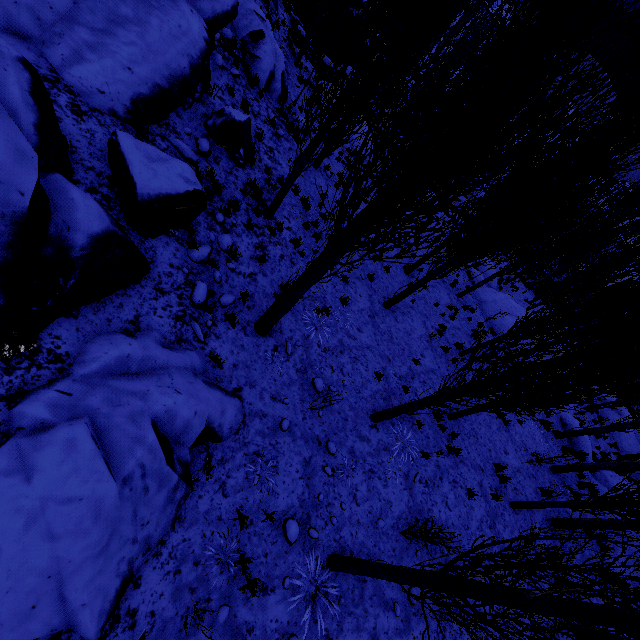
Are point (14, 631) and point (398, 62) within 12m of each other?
yes

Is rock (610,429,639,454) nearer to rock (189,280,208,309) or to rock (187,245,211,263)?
rock (187,245,211,263)

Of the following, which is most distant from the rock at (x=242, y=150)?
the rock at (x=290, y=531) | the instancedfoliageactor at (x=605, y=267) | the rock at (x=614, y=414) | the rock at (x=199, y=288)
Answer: the rock at (x=614, y=414)

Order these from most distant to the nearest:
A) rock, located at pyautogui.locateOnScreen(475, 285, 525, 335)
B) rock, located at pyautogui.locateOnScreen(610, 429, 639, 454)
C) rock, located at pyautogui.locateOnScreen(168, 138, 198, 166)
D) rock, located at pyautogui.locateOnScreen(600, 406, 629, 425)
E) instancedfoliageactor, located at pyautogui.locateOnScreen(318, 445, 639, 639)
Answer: rock, located at pyautogui.locateOnScreen(600, 406, 629, 425)
rock, located at pyautogui.locateOnScreen(610, 429, 639, 454)
rock, located at pyautogui.locateOnScreen(475, 285, 525, 335)
rock, located at pyautogui.locateOnScreen(168, 138, 198, 166)
instancedfoliageactor, located at pyautogui.locateOnScreen(318, 445, 639, 639)

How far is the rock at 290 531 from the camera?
5.3 meters

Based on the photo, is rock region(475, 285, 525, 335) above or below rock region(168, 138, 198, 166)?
below

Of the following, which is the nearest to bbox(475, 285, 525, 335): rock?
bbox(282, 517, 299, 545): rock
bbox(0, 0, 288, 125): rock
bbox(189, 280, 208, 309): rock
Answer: bbox(0, 0, 288, 125): rock

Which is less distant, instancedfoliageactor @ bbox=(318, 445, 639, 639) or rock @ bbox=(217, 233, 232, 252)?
instancedfoliageactor @ bbox=(318, 445, 639, 639)
